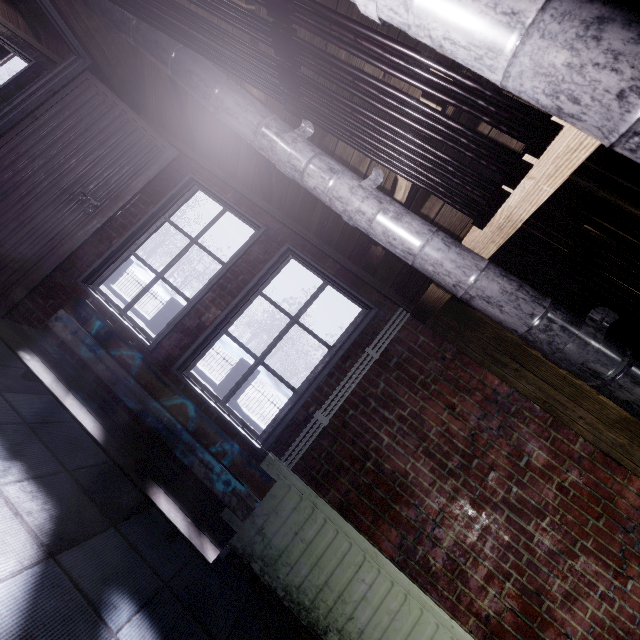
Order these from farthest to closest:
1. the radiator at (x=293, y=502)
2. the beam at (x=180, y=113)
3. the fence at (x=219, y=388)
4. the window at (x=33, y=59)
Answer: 1. the fence at (x=219, y=388)
2. the window at (x=33, y=59)
3. the beam at (x=180, y=113)
4. the radiator at (x=293, y=502)

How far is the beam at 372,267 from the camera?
2.11m

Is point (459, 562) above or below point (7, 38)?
below

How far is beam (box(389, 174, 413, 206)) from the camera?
1.6 meters

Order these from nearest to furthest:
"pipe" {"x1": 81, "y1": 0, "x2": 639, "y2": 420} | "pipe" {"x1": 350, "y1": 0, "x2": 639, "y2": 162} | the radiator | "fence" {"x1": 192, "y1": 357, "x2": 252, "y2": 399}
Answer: "pipe" {"x1": 350, "y1": 0, "x2": 639, "y2": 162} < "pipe" {"x1": 81, "y1": 0, "x2": 639, "y2": 420} < the radiator < "fence" {"x1": 192, "y1": 357, "x2": 252, "y2": 399}

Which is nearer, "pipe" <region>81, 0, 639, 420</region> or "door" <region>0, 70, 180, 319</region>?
"pipe" <region>81, 0, 639, 420</region>

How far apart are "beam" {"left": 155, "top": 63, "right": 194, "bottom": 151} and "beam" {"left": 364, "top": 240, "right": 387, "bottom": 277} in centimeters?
186cm
